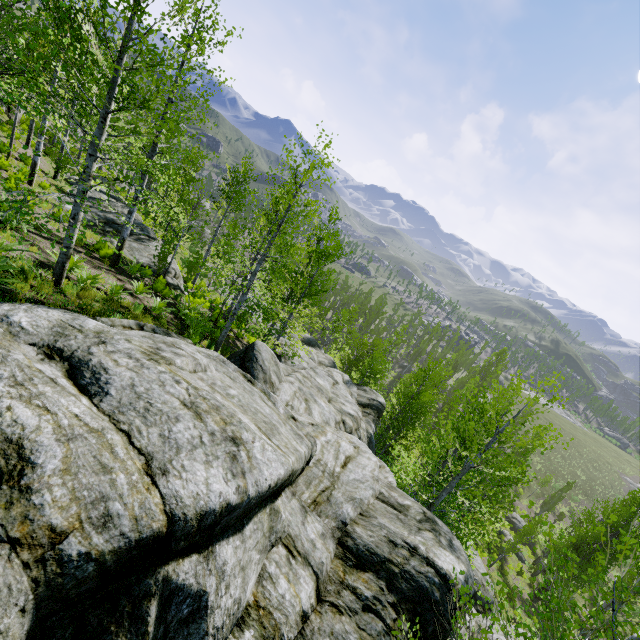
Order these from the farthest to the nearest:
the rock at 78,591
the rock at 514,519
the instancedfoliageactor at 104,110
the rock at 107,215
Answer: the rock at 514,519 < the rock at 107,215 < the instancedfoliageactor at 104,110 < the rock at 78,591

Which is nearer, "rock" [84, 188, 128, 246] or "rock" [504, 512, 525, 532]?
"rock" [84, 188, 128, 246]

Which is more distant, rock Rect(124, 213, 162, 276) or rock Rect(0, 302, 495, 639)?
rock Rect(124, 213, 162, 276)

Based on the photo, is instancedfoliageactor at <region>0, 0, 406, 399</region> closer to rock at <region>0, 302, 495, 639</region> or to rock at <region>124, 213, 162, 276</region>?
rock at <region>0, 302, 495, 639</region>

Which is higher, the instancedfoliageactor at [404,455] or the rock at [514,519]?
the instancedfoliageactor at [404,455]

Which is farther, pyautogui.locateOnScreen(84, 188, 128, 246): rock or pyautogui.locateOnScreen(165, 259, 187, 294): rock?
pyautogui.locateOnScreen(165, 259, 187, 294): rock

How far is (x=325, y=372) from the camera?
22.3m

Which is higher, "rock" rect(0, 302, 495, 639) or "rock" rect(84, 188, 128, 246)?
"rock" rect(0, 302, 495, 639)
